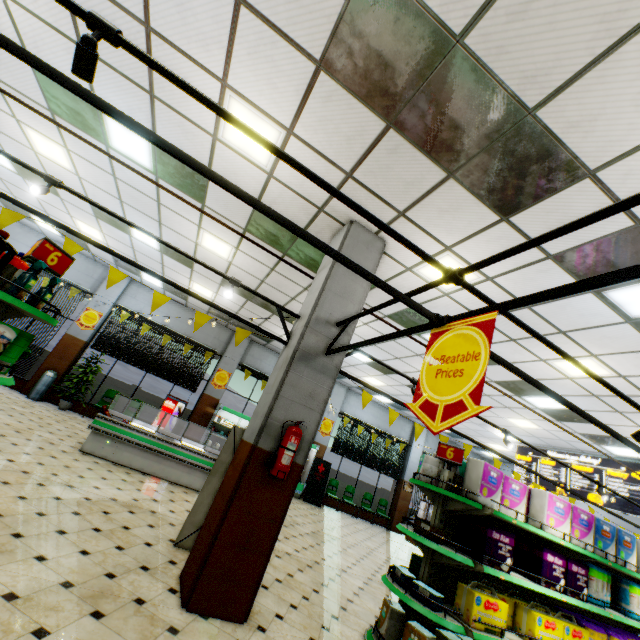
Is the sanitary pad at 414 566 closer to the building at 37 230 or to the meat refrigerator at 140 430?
the building at 37 230

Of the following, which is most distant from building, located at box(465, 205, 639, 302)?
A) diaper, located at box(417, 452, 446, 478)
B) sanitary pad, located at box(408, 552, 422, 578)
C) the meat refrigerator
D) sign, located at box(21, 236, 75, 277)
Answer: sign, located at box(21, 236, 75, 277)

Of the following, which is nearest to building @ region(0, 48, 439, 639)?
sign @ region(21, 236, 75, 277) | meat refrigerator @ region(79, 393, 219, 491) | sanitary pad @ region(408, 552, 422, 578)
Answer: meat refrigerator @ region(79, 393, 219, 491)

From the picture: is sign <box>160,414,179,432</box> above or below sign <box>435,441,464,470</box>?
below

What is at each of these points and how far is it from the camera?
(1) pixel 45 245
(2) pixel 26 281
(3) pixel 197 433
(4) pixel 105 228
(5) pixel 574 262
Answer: (1) sign, 2.8m
(2) spray bottle, 2.6m
(3) building, 12.1m
(4) building, 8.9m
(5) building, 4.1m

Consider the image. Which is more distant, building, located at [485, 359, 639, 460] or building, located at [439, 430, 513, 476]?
building, located at [439, 430, 513, 476]

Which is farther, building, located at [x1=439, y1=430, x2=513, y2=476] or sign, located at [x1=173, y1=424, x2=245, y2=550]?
building, located at [x1=439, y1=430, x2=513, y2=476]

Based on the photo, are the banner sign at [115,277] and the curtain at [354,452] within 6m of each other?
no
